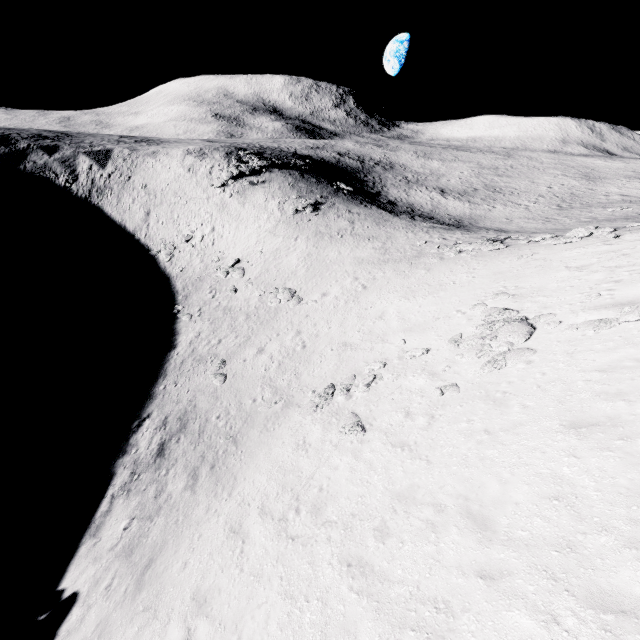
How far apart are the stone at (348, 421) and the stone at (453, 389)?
3.1m

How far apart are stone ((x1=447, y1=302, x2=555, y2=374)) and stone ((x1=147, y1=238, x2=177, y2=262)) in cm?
3736

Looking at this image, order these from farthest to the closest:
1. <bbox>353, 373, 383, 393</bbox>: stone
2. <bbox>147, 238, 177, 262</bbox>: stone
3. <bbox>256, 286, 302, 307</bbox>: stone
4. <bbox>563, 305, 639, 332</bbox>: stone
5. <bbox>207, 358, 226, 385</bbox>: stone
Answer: <bbox>147, 238, 177, 262</bbox>: stone, <bbox>256, 286, 302, 307</bbox>: stone, <bbox>207, 358, 226, 385</bbox>: stone, <bbox>353, 373, 383, 393</bbox>: stone, <bbox>563, 305, 639, 332</bbox>: stone

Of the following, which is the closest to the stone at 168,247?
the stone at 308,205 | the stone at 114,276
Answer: the stone at 114,276

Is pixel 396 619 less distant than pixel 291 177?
Yes

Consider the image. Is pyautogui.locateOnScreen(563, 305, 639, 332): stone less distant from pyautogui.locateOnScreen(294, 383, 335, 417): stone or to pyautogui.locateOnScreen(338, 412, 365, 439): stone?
pyautogui.locateOnScreen(338, 412, 365, 439): stone

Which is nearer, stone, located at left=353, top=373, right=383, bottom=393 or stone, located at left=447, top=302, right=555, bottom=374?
stone, located at left=447, top=302, right=555, bottom=374

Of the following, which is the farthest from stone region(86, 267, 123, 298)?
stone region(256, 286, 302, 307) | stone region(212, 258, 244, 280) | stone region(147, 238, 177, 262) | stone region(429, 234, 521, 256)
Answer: stone region(429, 234, 521, 256)
